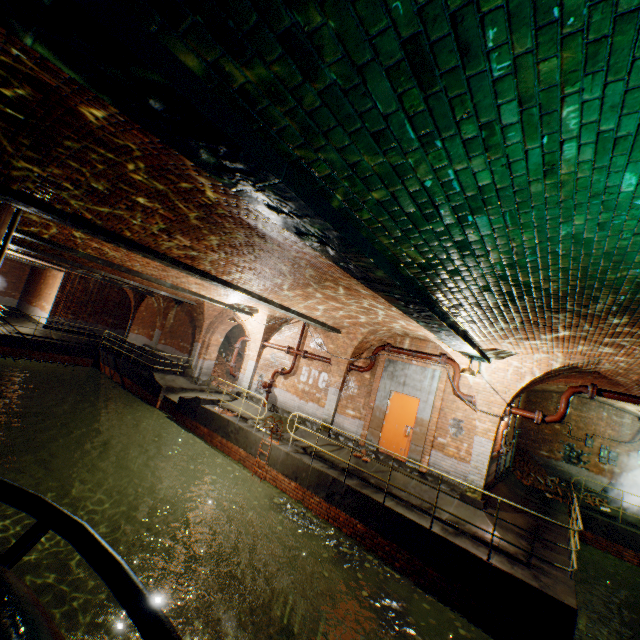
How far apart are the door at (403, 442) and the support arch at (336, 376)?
1.8 meters

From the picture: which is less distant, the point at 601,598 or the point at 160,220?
the point at 160,220

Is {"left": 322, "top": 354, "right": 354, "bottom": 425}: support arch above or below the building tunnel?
below

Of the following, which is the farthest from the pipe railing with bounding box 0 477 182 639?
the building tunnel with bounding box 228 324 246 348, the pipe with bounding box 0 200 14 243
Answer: the building tunnel with bounding box 228 324 246 348

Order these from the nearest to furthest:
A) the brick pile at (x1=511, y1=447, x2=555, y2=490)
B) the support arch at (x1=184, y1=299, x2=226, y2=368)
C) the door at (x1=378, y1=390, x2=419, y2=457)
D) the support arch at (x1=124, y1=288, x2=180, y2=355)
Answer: the door at (x1=378, y1=390, x2=419, y2=457)
the brick pile at (x1=511, y1=447, x2=555, y2=490)
the support arch at (x1=184, y1=299, x2=226, y2=368)
the support arch at (x1=124, y1=288, x2=180, y2=355)

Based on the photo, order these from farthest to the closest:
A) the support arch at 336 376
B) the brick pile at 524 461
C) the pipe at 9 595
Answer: the brick pile at 524 461 → the support arch at 336 376 → the pipe at 9 595

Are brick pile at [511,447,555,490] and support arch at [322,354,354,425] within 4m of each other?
no

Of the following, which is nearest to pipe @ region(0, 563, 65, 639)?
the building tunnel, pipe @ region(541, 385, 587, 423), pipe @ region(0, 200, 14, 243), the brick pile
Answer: pipe @ region(0, 200, 14, 243)
